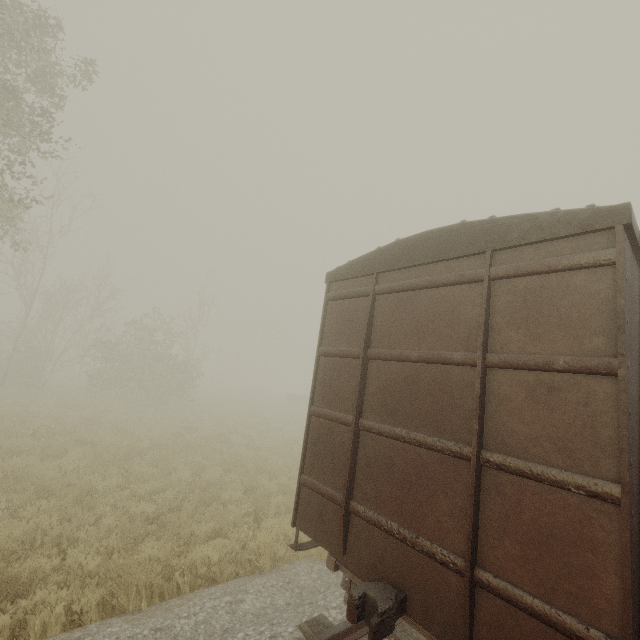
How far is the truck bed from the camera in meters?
34.9 m

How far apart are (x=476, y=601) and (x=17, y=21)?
14.38m

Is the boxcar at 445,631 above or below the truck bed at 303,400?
above

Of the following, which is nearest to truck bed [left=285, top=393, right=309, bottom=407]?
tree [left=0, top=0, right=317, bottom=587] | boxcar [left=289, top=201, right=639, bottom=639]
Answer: tree [left=0, top=0, right=317, bottom=587]

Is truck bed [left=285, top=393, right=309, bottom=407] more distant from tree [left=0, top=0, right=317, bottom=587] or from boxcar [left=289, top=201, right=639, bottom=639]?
boxcar [left=289, top=201, right=639, bottom=639]

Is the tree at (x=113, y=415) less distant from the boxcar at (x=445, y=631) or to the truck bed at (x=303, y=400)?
the boxcar at (x=445, y=631)

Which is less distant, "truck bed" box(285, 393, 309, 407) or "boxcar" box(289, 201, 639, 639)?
"boxcar" box(289, 201, 639, 639)
